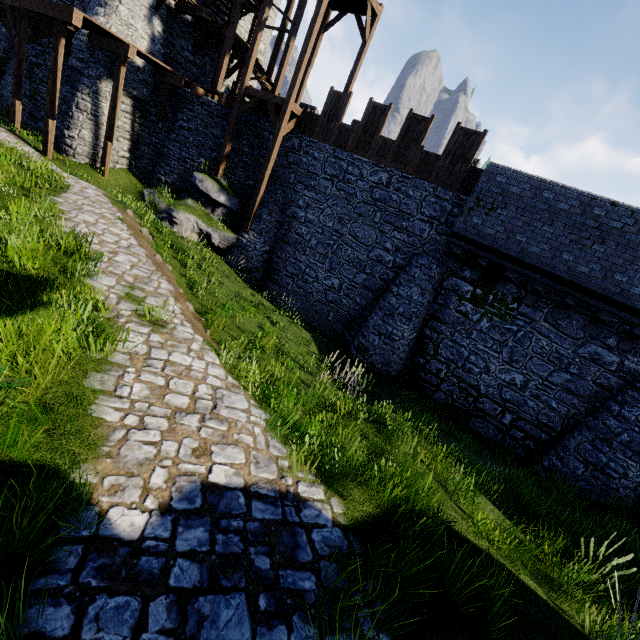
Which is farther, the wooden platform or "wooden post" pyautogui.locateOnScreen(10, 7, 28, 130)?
the wooden platform

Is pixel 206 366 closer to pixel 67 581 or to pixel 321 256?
pixel 67 581

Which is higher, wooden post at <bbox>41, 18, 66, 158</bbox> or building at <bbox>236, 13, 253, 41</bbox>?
building at <bbox>236, 13, 253, 41</bbox>

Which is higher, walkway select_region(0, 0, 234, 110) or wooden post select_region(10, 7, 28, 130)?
walkway select_region(0, 0, 234, 110)

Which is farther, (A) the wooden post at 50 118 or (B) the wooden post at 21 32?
(B) the wooden post at 21 32

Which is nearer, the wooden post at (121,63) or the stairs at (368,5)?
the stairs at (368,5)

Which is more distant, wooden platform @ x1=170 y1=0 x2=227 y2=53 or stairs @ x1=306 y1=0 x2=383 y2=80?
wooden platform @ x1=170 y1=0 x2=227 y2=53

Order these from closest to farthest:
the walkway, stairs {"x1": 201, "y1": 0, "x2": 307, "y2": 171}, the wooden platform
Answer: the walkway, stairs {"x1": 201, "y1": 0, "x2": 307, "y2": 171}, the wooden platform
